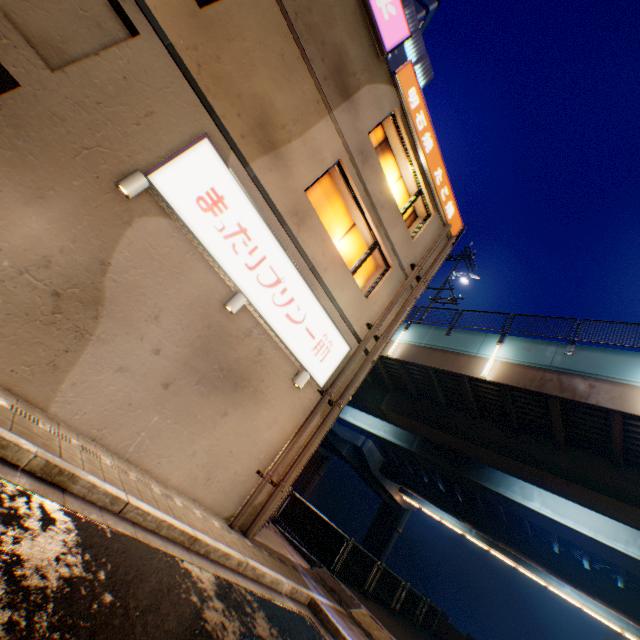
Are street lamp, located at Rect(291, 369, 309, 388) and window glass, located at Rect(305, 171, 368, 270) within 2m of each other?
no

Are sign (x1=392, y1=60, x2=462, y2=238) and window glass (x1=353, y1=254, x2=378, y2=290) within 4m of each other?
yes

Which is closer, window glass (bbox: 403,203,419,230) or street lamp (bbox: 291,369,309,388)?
street lamp (bbox: 291,369,309,388)

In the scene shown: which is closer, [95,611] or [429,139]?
[95,611]

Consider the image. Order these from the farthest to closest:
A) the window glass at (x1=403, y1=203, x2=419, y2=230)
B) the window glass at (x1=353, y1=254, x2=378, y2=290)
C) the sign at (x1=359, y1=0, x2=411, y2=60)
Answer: the window glass at (x1=403, y1=203, x2=419, y2=230) < the window glass at (x1=353, y1=254, x2=378, y2=290) < the sign at (x1=359, y1=0, x2=411, y2=60)

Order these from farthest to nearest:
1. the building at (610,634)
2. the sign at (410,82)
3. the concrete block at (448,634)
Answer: the building at (610,634), the concrete block at (448,634), the sign at (410,82)

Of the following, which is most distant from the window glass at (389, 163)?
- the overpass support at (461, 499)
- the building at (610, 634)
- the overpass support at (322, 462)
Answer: the building at (610, 634)

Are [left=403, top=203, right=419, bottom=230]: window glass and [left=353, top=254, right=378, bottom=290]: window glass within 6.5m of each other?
yes
